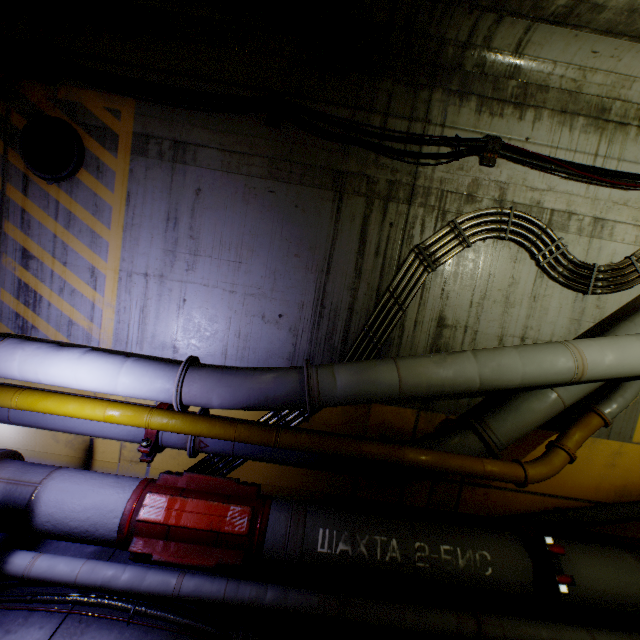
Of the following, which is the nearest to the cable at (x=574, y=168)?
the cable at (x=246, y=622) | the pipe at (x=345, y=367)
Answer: the pipe at (x=345, y=367)

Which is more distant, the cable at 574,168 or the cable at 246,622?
the cable at 574,168

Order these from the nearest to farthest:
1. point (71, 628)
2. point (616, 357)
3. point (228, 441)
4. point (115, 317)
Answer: point (71, 628)
point (616, 357)
point (228, 441)
point (115, 317)

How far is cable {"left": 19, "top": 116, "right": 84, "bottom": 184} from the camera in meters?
4.3

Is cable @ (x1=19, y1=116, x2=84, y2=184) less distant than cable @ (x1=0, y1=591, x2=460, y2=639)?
No

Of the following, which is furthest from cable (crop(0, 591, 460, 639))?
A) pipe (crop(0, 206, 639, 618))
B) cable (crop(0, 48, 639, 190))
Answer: cable (crop(0, 48, 639, 190))

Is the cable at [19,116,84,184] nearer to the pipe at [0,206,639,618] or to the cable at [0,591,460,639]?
the pipe at [0,206,639,618]
